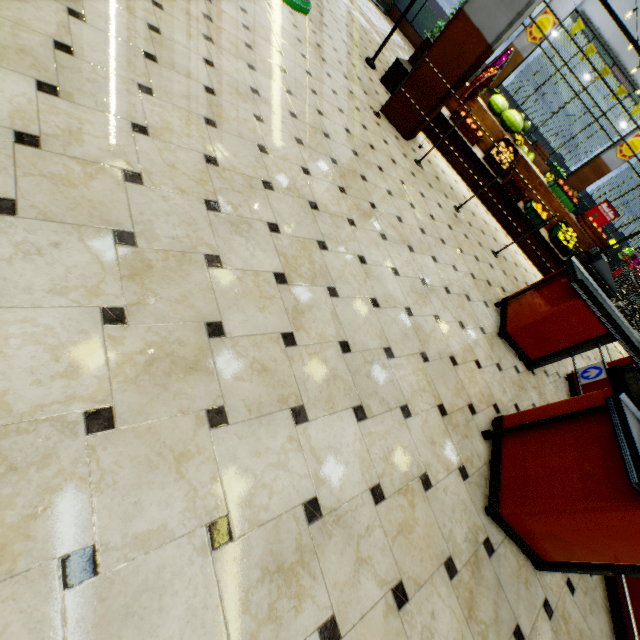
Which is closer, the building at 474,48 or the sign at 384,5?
the building at 474,48

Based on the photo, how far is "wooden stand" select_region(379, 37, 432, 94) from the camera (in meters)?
6.19

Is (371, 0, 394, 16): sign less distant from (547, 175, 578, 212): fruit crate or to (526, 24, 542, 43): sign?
(526, 24, 542, 43): sign

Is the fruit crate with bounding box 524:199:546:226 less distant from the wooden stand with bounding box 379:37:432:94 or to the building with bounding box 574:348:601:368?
the wooden stand with bounding box 379:37:432:94

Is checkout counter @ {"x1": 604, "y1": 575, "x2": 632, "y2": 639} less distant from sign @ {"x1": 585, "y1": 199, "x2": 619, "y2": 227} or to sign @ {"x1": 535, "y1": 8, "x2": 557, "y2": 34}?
sign @ {"x1": 585, "y1": 199, "x2": 619, "y2": 227}

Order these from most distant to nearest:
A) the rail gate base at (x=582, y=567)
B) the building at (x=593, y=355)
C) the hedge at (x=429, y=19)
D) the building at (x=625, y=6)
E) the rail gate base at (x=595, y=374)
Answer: the hedge at (x=429, y=19)
the building at (x=625, y=6)
the building at (x=593, y=355)
the rail gate base at (x=595, y=374)
the rail gate base at (x=582, y=567)

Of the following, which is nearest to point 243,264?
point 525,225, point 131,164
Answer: point 131,164
